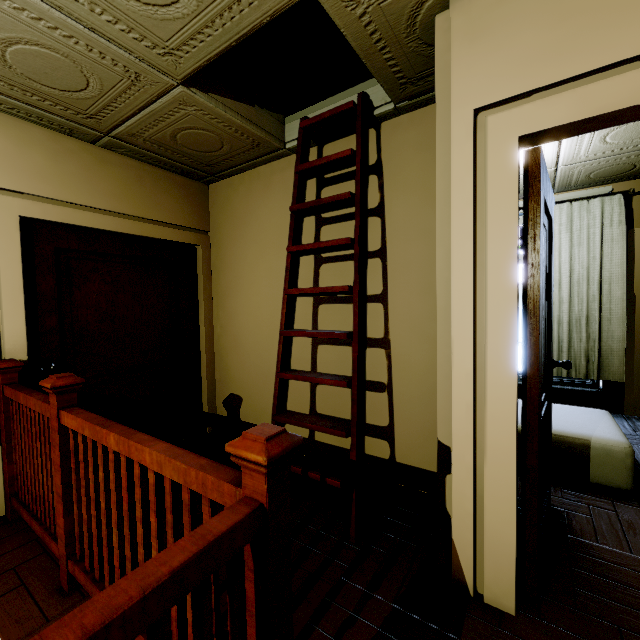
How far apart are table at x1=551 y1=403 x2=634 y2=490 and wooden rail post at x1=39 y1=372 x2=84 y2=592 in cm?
296

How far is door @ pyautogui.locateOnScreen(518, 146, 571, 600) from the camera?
1.5m

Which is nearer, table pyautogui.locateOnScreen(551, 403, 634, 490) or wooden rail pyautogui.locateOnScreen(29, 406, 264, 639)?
wooden rail pyautogui.locateOnScreen(29, 406, 264, 639)

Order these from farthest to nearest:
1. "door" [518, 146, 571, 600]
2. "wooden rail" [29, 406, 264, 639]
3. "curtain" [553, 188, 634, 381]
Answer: "curtain" [553, 188, 634, 381] < "door" [518, 146, 571, 600] < "wooden rail" [29, 406, 264, 639]

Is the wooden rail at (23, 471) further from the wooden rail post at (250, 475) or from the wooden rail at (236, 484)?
the wooden rail post at (250, 475)

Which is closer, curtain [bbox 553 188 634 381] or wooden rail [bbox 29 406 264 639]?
wooden rail [bbox 29 406 264 639]

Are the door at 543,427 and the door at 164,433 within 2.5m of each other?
no

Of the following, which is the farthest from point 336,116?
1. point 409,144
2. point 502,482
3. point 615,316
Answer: point 615,316
